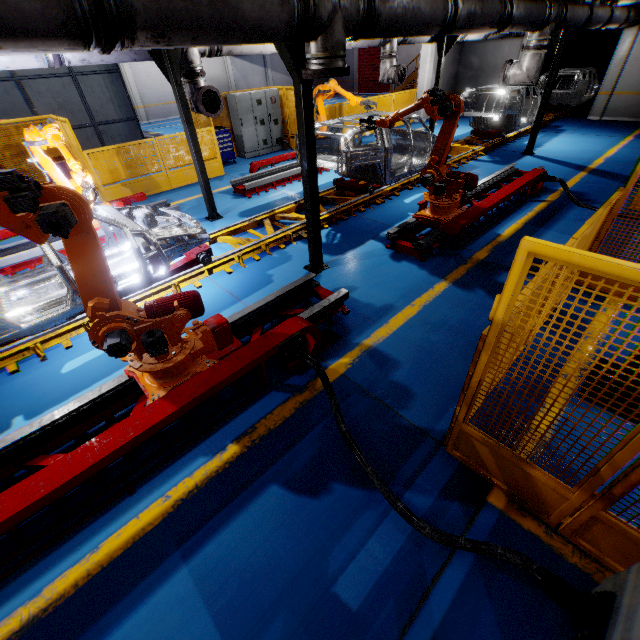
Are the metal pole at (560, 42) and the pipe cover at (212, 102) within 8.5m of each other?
no

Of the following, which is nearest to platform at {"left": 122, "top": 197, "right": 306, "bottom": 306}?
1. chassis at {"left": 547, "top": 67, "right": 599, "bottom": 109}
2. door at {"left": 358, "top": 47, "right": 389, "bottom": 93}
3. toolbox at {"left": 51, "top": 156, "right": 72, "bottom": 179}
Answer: chassis at {"left": 547, "top": 67, "right": 599, "bottom": 109}

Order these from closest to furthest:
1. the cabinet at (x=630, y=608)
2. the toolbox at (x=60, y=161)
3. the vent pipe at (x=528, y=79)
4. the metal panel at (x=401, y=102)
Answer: the cabinet at (x=630, y=608) → the vent pipe at (x=528, y=79) → the toolbox at (x=60, y=161) → the metal panel at (x=401, y=102)

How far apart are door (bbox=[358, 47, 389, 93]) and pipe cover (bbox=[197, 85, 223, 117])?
28.60m

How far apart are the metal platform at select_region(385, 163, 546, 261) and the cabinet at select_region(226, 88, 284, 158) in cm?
913

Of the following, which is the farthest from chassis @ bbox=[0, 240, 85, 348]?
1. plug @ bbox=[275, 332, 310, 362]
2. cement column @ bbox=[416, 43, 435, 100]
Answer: cement column @ bbox=[416, 43, 435, 100]

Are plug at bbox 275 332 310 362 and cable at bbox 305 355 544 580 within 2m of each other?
yes

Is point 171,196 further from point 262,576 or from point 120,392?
point 262,576
